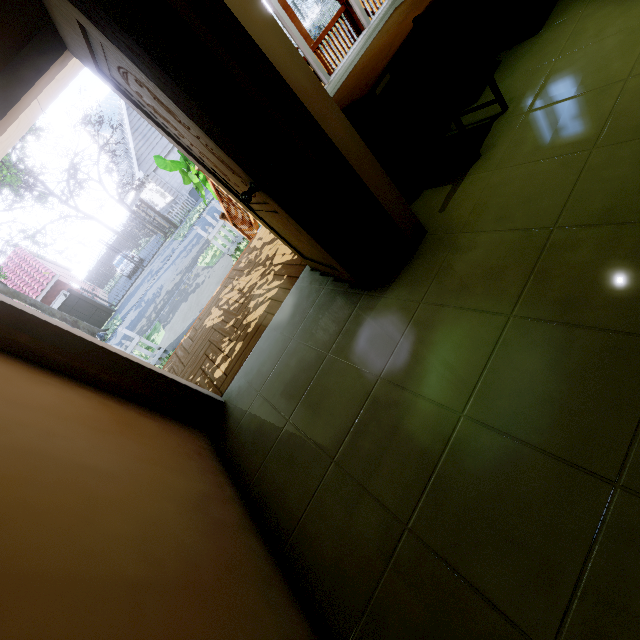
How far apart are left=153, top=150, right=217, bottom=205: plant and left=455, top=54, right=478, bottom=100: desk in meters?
2.6 m

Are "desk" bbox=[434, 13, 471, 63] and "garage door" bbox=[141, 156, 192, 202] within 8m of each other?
no

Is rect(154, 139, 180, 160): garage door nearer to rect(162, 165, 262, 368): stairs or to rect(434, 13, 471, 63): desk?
rect(162, 165, 262, 368): stairs

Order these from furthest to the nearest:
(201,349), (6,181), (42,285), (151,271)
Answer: (42,285) < (151,271) < (6,181) < (201,349)

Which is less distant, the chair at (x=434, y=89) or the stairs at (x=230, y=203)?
the chair at (x=434, y=89)

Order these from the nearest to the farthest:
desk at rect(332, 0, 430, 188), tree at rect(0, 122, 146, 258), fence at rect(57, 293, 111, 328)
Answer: desk at rect(332, 0, 430, 188) → tree at rect(0, 122, 146, 258) → fence at rect(57, 293, 111, 328)

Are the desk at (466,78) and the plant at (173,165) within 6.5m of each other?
yes

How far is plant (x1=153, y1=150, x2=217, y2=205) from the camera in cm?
491
